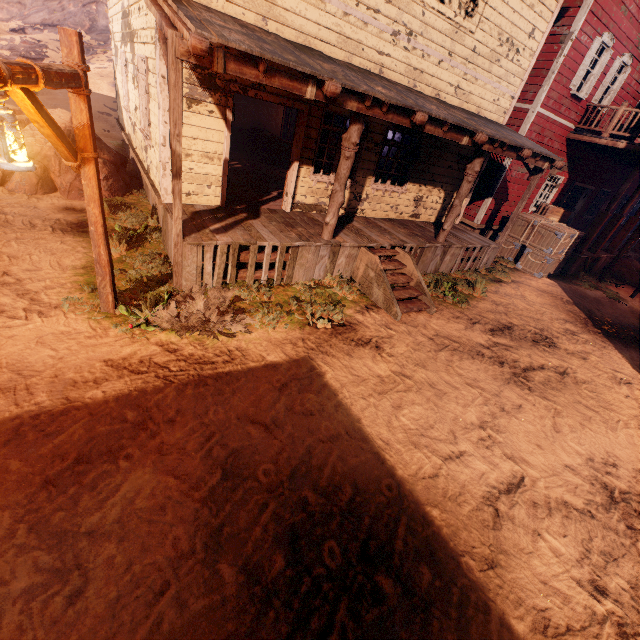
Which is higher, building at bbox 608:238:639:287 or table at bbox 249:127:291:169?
table at bbox 249:127:291:169

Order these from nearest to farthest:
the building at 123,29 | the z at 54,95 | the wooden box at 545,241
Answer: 1. the building at 123,29
2. the wooden box at 545,241
3. the z at 54,95

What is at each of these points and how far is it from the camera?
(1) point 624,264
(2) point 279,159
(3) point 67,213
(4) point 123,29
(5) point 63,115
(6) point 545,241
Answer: (1) building, 14.8 meters
(2) table, 12.8 meters
(3) z, 7.4 meters
(4) building, 8.6 meters
(5) instancedfoliageactor, 8.1 meters
(6) wooden box, 11.8 meters

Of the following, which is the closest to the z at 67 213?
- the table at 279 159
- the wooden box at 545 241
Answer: the wooden box at 545 241

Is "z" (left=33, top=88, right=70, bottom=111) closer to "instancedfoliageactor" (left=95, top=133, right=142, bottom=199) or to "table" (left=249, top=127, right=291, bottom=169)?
"instancedfoliageactor" (left=95, top=133, right=142, bottom=199)

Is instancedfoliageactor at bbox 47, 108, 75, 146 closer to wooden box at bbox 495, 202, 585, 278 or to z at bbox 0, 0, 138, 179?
z at bbox 0, 0, 138, 179

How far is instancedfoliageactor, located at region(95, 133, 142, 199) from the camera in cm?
850
